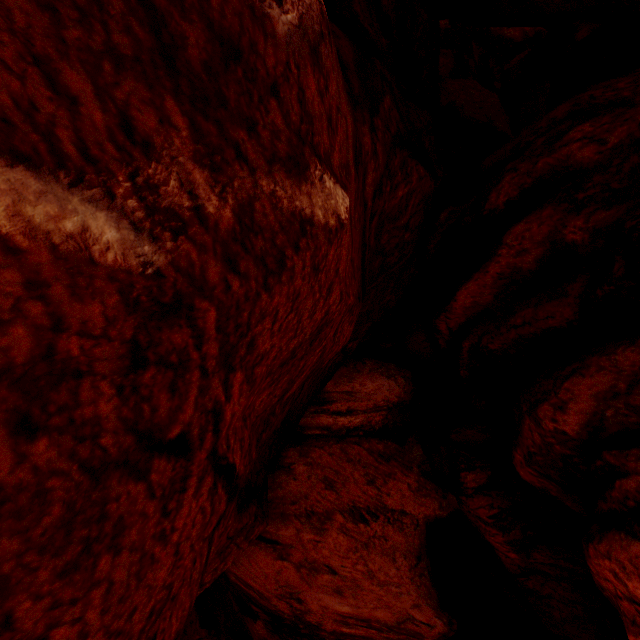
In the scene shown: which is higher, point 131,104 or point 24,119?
point 24,119
